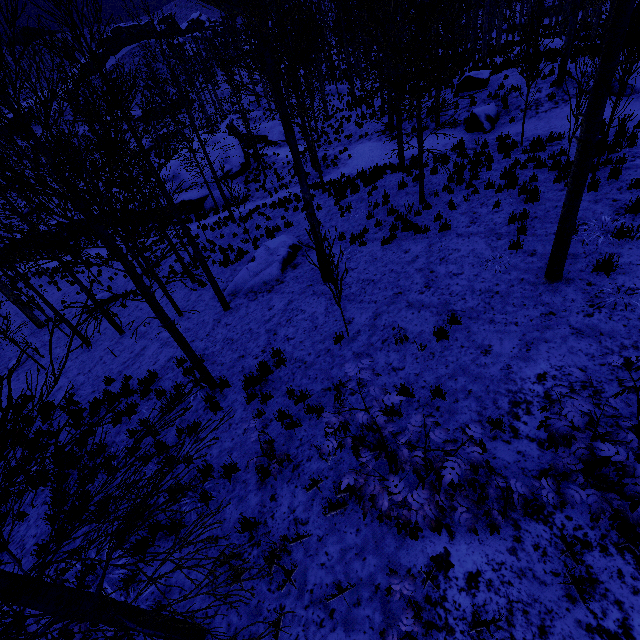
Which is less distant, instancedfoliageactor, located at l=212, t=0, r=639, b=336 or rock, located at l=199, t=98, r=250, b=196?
instancedfoliageactor, located at l=212, t=0, r=639, b=336

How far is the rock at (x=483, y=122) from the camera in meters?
14.5 m

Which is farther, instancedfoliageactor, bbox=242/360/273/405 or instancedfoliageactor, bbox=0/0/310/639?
instancedfoliageactor, bbox=242/360/273/405

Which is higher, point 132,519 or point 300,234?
point 132,519

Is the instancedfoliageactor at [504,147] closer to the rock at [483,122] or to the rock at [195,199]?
the rock at [483,122]

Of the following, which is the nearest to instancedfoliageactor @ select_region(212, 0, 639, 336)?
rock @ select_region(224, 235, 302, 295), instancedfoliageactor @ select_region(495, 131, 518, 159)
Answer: instancedfoliageactor @ select_region(495, 131, 518, 159)

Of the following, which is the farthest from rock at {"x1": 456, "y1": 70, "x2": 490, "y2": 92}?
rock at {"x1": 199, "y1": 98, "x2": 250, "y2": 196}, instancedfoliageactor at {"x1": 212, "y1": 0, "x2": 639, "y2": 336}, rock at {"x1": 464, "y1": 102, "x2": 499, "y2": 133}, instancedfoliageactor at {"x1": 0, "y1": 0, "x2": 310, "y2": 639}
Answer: instancedfoliageactor at {"x1": 0, "y1": 0, "x2": 310, "y2": 639}

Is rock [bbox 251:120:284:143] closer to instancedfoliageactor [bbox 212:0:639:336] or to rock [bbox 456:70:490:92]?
instancedfoliageactor [bbox 212:0:639:336]
